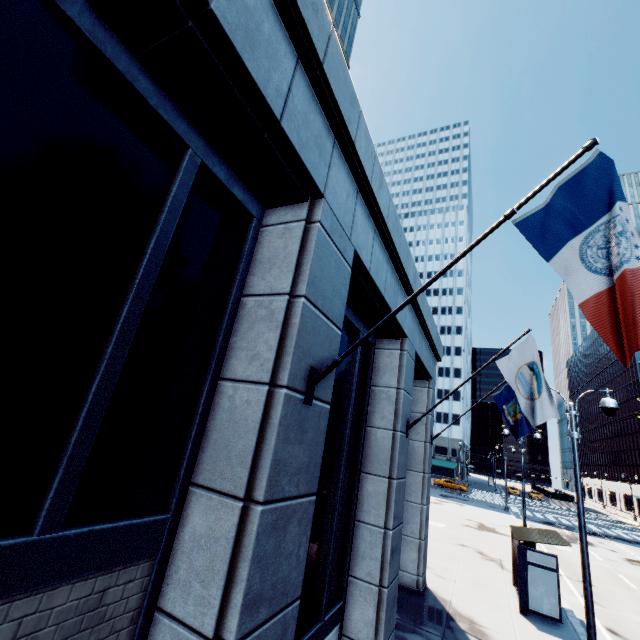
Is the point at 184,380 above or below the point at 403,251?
below

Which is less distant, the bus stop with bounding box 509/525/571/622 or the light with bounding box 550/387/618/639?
the light with bounding box 550/387/618/639

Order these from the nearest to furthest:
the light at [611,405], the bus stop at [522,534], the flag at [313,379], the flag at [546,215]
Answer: the flag at [546,215] < the flag at [313,379] < the light at [611,405] < the bus stop at [522,534]

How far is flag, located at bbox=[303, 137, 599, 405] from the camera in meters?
3.7 m

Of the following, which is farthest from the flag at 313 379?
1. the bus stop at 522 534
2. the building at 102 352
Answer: the bus stop at 522 534

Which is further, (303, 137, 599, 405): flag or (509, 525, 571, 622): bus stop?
(509, 525, 571, 622): bus stop

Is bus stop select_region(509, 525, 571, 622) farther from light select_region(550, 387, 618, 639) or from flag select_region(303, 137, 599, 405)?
flag select_region(303, 137, 599, 405)

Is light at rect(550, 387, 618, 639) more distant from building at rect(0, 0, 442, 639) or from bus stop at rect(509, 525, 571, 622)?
building at rect(0, 0, 442, 639)
